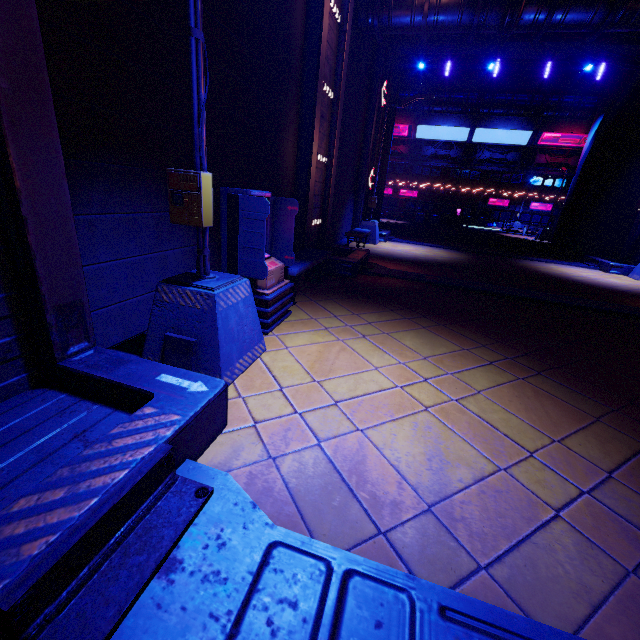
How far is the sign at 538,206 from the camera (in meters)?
40.53

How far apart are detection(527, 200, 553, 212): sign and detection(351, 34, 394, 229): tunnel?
34.0m

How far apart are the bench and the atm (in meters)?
0.35

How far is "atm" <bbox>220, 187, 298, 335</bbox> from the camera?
4.1m

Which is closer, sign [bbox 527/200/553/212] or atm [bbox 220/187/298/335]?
atm [bbox 220/187/298/335]

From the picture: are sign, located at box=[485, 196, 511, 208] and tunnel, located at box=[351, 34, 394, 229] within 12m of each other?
no

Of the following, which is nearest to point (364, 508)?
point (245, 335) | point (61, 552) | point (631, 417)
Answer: point (61, 552)

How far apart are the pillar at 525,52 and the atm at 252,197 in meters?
16.2
